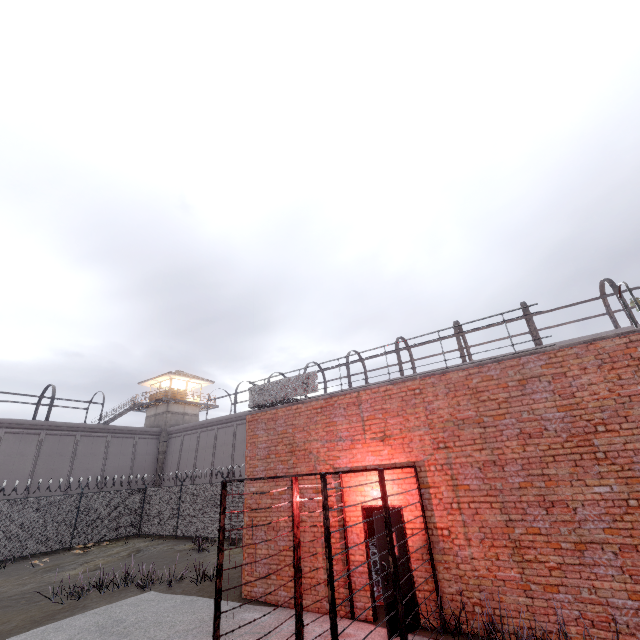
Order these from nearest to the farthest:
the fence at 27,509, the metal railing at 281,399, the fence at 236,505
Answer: the metal railing at 281,399 < the fence at 27,509 < the fence at 236,505

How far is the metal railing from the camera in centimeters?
764cm

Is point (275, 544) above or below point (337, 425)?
below

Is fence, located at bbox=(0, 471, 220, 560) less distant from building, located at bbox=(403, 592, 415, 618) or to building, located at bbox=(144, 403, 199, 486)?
building, located at bbox=(403, 592, 415, 618)

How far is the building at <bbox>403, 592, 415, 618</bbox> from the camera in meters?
6.5

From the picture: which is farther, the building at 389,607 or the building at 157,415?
the building at 157,415

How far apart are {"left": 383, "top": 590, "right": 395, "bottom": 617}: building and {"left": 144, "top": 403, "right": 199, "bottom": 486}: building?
31.7m
